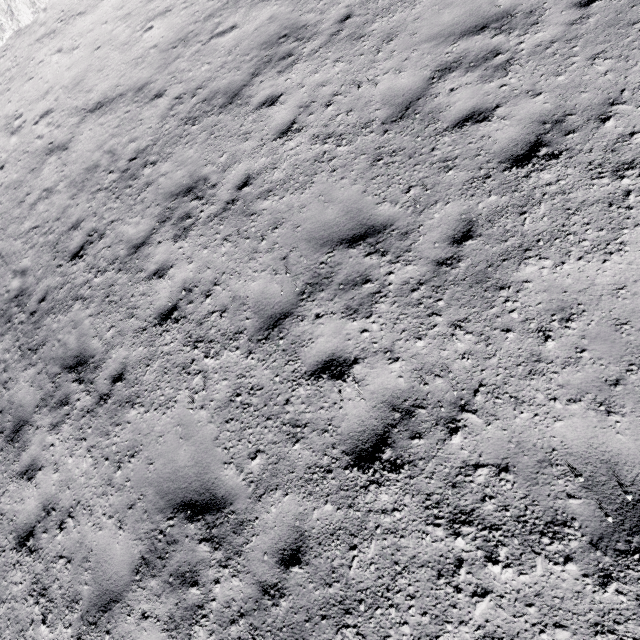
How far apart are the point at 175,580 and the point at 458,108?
7.3 meters
